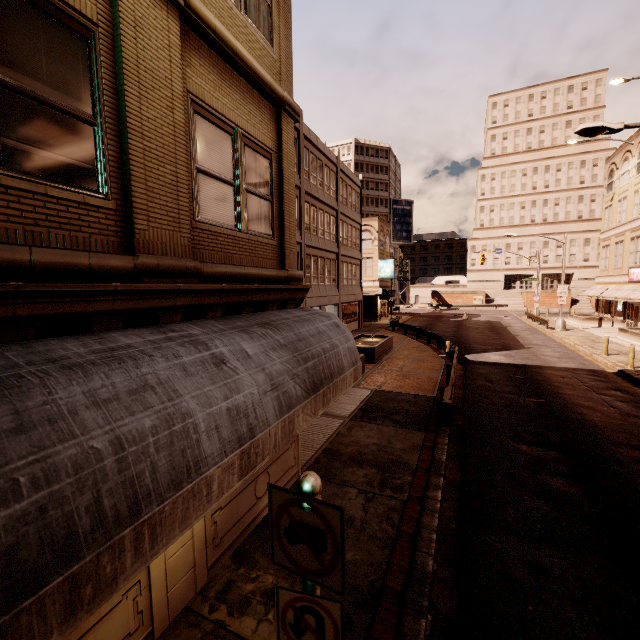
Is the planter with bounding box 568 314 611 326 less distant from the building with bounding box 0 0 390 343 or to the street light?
the street light

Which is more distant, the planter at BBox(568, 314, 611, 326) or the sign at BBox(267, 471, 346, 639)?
the planter at BBox(568, 314, 611, 326)

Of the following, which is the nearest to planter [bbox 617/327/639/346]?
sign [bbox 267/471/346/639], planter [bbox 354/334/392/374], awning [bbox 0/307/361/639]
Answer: planter [bbox 354/334/392/374]

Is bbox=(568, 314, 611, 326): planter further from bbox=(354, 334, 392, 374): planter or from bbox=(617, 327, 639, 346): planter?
bbox=(354, 334, 392, 374): planter

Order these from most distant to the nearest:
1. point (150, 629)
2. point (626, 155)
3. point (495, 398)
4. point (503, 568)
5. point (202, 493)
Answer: point (626, 155) < point (495, 398) < point (503, 568) < point (150, 629) < point (202, 493)

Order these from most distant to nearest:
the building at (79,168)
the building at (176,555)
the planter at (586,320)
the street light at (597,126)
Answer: the planter at (586,320), the street light at (597,126), the building at (176,555), the building at (79,168)

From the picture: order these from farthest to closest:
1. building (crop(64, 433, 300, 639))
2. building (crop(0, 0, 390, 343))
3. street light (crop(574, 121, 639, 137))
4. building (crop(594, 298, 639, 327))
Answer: building (crop(594, 298, 639, 327)) < street light (crop(574, 121, 639, 137)) < building (crop(64, 433, 300, 639)) < building (crop(0, 0, 390, 343))

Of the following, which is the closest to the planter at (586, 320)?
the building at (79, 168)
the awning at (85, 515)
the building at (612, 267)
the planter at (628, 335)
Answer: the building at (612, 267)
